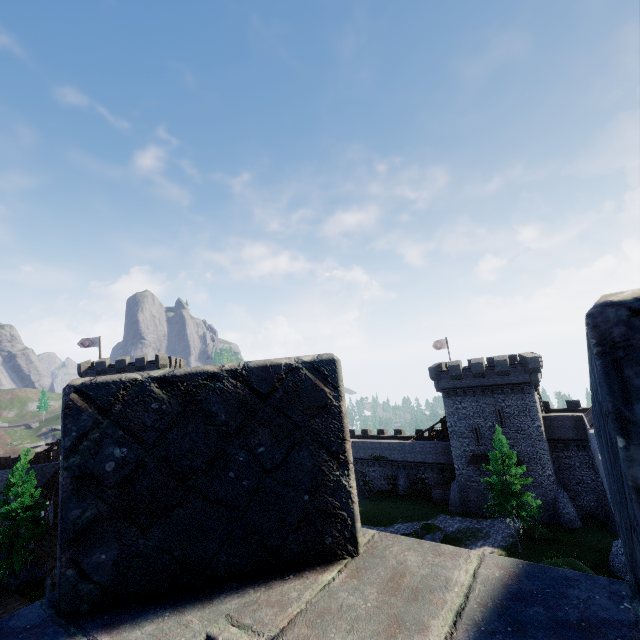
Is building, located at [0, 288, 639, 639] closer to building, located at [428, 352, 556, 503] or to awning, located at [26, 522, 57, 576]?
awning, located at [26, 522, 57, 576]

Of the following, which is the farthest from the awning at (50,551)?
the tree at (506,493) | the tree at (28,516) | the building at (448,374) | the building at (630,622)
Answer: the building at (448,374)

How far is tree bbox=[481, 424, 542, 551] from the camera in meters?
27.4 m

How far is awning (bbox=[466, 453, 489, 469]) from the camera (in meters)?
36.58

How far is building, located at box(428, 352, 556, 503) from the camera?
34.3 meters

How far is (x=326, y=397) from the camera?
1.67m

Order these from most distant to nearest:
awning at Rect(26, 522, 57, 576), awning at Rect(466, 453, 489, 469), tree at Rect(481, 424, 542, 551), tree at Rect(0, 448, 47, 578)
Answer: awning at Rect(466, 453, 489, 469) < tree at Rect(481, 424, 542, 551) < tree at Rect(0, 448, 47, 578) < awning at Rect(26, 522, 57, 576)

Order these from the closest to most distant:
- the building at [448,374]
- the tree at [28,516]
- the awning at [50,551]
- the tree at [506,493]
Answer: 1. the awning at [50,551]
2. the tree at [28,516]
3. the tree at [506,493]
4. the building at [448,374]
